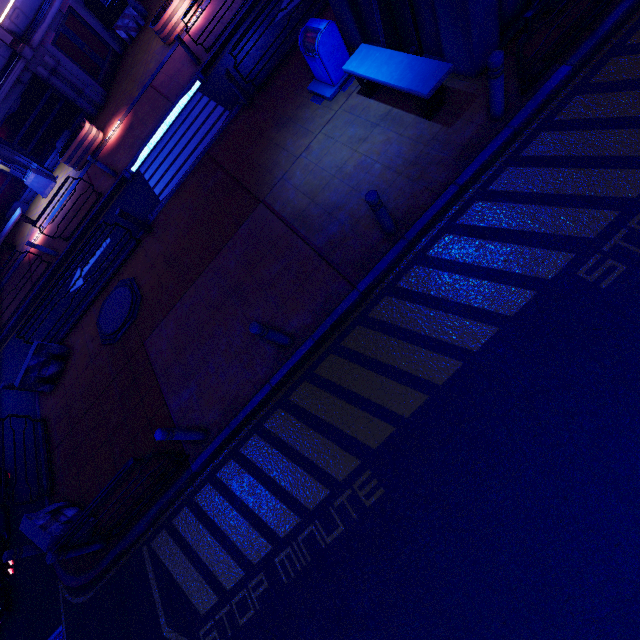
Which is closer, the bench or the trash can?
the bench

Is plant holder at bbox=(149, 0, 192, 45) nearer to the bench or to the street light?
the street light

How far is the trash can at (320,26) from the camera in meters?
7.1 m

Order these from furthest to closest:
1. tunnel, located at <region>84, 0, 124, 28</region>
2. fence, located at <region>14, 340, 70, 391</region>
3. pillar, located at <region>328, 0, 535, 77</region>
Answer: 1. tunnel, located at <region>84, 0, 124, 28</region>
2. fence, located at <region>14, 340, 70, 391</region>
3. pillar, located at <region>328, 0, 535, 77</region>

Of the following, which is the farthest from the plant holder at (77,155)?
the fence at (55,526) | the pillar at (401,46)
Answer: the fence at (55,526)

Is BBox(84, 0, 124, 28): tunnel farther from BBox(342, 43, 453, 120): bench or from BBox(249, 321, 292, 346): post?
BBox(249, 321, 292, 346): post

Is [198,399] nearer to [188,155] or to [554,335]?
[554,335]

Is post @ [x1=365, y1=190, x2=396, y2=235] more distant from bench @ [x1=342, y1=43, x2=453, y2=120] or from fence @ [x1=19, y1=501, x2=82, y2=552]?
fence @ [x1=19, y1=501, x2=82, y2=552]
